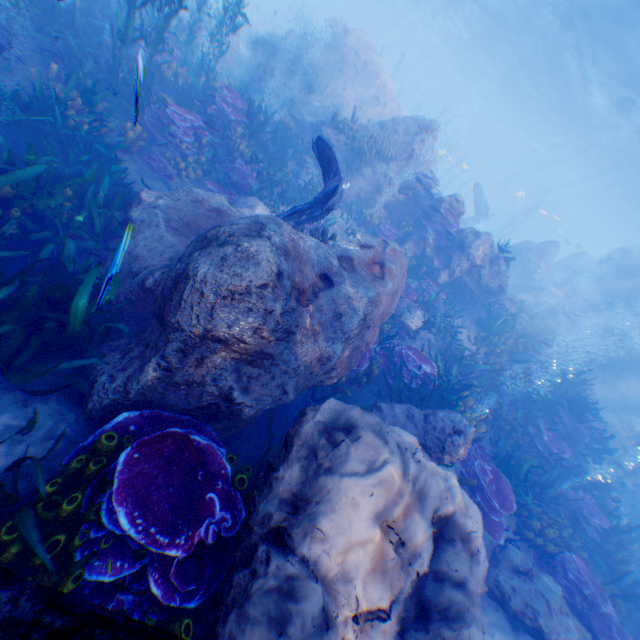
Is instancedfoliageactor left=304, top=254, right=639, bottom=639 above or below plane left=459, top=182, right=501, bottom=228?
below

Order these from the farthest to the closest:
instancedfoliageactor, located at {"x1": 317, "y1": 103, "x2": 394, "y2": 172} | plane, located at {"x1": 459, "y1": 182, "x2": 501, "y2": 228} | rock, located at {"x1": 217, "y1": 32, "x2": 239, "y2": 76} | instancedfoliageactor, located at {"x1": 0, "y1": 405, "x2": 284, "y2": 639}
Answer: A: plane, located at {"x1": 459, "y1": 182, "x2": 501, "y2": 228} → rock, located at {"x1": 217, "y1": 32, "x2": 239, "y2": 76} → instancedfoliageactor, located at {"x1": 317, "y1": 103, "x2": 394, "y2": 172} → instancedfoliageactor, located at {"x1": 0, "y1": 405, "x2": 284, "y2": 639}

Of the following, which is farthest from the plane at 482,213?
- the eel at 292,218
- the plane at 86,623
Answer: the plane at 86,623

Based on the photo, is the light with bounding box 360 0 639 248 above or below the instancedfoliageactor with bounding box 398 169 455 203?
above

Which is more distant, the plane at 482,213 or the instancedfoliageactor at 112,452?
the plane at 482,213

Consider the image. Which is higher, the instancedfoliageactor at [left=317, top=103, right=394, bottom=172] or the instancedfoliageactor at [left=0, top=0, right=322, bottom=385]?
the instancedfoliageactor at [left=317, top=103, right=394, bottom=172]

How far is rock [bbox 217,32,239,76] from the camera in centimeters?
1602cm

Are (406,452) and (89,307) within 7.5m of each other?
yes
